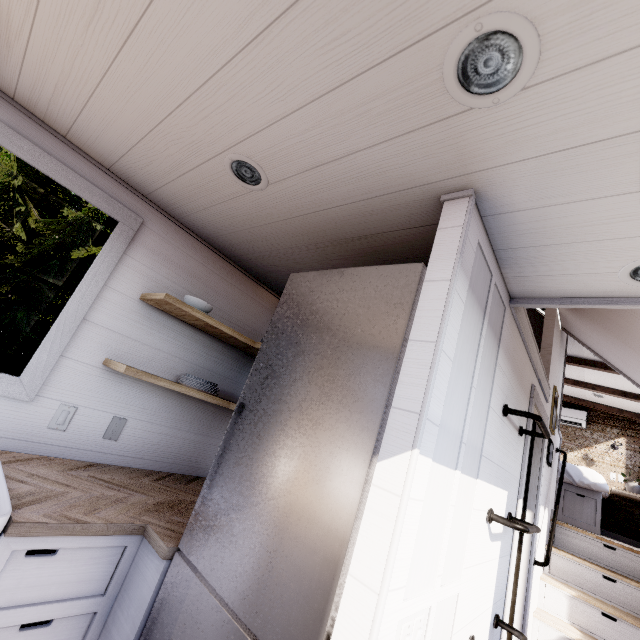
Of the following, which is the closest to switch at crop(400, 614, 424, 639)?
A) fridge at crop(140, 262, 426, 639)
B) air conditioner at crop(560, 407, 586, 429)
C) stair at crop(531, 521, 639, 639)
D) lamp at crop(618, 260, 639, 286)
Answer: fridge at crop(140, 262, 426, 639)

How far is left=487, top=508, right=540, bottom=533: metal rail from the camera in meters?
1.4 m

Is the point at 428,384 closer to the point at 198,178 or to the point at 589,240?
the point at 589,240

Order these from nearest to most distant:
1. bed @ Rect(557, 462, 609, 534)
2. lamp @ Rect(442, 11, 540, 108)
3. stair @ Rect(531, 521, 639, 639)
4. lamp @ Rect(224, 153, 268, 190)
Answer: lamp @ Rect(442, 11, 540, 108), lamp @ Rect(224, 153, 268, 190), stair @ Rect(531, 521, 639, 639), bed @ Rect(557, 462, 609, 534)

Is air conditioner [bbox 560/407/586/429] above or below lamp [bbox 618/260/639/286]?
above

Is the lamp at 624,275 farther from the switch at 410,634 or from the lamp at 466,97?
the switch at 410,634

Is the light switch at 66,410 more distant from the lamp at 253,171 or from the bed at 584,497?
the bed at 584,497

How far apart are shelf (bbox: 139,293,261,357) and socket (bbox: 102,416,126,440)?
0.7 meters
